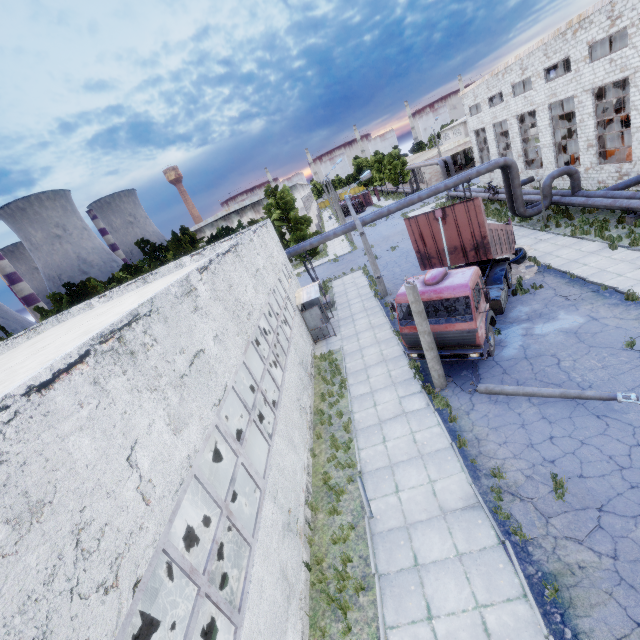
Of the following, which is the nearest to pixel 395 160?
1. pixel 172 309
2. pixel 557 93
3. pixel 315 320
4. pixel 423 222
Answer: pixel 557 93

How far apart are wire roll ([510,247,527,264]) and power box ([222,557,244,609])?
18.9m

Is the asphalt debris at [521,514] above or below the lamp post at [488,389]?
below

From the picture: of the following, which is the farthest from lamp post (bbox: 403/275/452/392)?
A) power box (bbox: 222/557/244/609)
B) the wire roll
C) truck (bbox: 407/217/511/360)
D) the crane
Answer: the crane

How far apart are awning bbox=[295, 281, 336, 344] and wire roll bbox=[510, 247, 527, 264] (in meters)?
10.90

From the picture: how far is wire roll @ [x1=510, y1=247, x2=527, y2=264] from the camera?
18.3 meters

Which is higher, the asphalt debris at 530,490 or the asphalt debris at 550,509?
the asphalt debris at 530,490

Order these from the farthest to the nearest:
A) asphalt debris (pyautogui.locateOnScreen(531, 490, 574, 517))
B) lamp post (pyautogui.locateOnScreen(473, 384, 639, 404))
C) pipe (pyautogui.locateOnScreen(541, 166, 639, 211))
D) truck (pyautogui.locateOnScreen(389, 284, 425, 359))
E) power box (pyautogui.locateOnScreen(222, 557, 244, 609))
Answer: pipe (pyautogui.locateOnScreen(541, 166, 639, 211)), truck (pyautogui.locateOnScreen(389, 284, 425, 359)), lamp post (pyautogui.locateOnScreen(473, 384, 639, 404)), asphalt debris (pyautogui.locateOnScreen(531, 490, 574, 517)), power box (pyautogui.locateOnScreen(222, 557, 244, 609))
